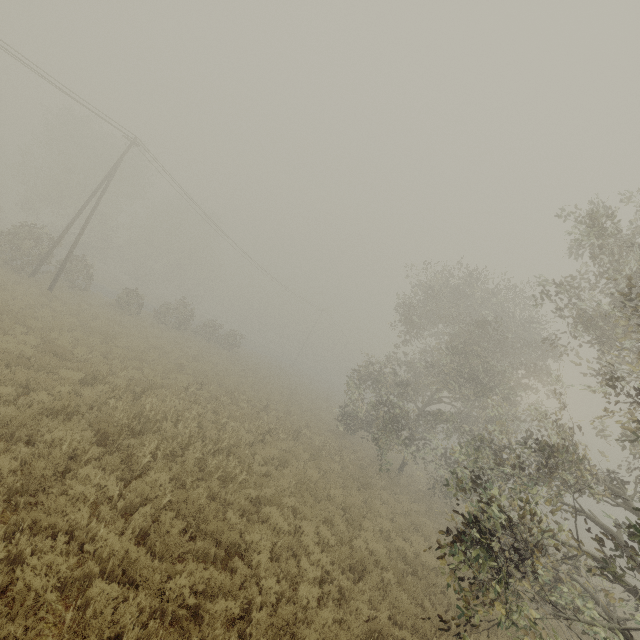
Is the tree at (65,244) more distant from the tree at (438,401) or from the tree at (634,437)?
the tree at (634,437)

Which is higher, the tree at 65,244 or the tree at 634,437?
the tree at 634,437

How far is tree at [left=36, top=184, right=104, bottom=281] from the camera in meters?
23.4

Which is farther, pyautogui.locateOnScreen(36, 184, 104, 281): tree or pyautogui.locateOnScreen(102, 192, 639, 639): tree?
pyautogui.locateOnScreen(36, 184, 104, 281): tree

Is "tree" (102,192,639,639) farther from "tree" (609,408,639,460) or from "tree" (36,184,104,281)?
"tree" (36,184,104,281)

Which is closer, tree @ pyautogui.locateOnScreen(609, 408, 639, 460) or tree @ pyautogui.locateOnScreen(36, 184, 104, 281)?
tree @ pyautogui.locateOnScreen(609, 408, 639, 460)

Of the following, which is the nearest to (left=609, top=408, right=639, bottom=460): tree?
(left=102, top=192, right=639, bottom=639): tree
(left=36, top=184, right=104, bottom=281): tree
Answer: (left=102, top=192, right=639, bottom=639): tree

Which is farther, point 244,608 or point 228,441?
point 228,441
